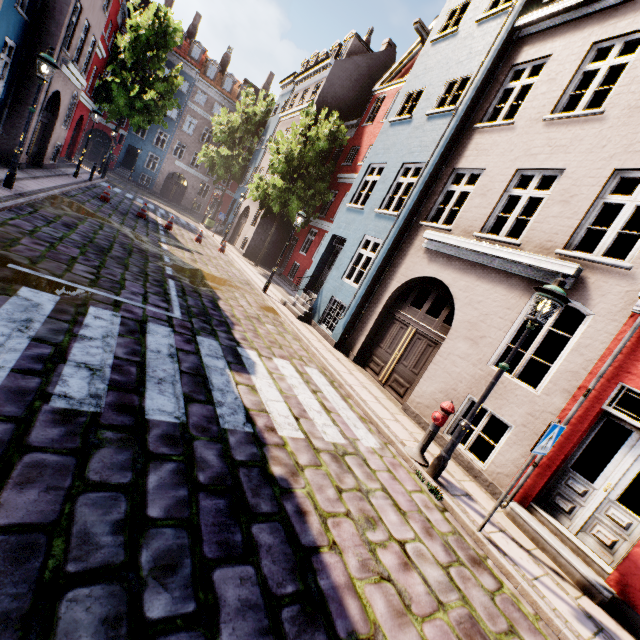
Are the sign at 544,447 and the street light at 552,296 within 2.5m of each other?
yes

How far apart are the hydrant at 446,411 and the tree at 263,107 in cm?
3127

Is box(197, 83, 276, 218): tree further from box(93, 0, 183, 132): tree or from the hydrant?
the hydrant

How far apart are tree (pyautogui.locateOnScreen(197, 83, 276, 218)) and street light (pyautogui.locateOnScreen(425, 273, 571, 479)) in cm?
3116

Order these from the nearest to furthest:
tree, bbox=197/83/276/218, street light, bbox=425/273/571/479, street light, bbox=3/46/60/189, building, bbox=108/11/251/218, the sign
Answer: the sign → street light, bbox=425/273/571/479 → street light, bbox=3/46/60/189 → tree, bbox=197/83/276/218 → building, bbox=108/11/251/218

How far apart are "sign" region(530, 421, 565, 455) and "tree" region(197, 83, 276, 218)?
32.69m

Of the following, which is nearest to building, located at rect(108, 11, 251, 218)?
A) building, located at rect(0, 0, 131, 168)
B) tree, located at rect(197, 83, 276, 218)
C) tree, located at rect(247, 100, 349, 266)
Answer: tree, located at rect(247, 100, 349, 266)

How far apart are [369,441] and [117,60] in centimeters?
3392cm
